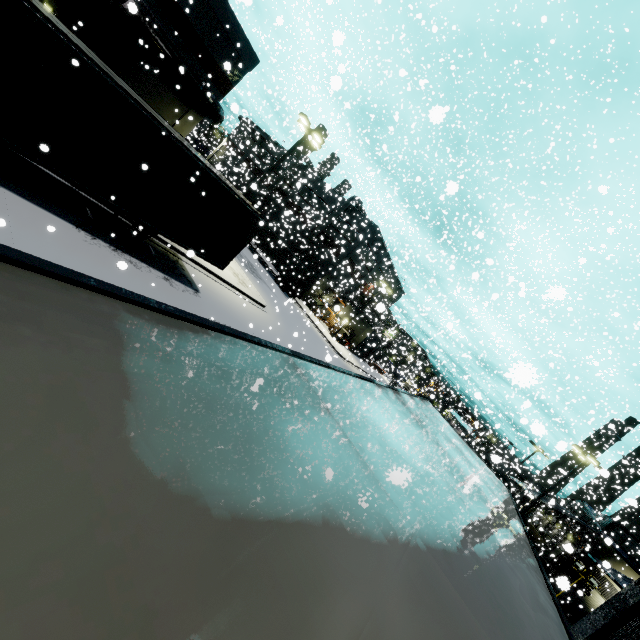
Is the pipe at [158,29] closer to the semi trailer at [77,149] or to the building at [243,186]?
the building at [243,186]

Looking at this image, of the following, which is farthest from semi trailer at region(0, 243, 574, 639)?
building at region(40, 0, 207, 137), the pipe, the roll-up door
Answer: the roll-up door

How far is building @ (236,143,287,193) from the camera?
43.26m

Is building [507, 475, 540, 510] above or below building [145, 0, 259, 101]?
below

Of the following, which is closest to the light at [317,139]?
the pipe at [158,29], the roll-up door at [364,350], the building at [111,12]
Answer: the building at [111,12]

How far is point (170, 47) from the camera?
17.8 meters

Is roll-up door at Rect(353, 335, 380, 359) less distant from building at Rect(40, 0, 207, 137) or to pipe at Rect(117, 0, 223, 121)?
building at Rect(40, 0, 207, 137)

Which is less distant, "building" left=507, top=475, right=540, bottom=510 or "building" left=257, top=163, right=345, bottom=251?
"building" left=507, top=475, right=540, bottom=510
